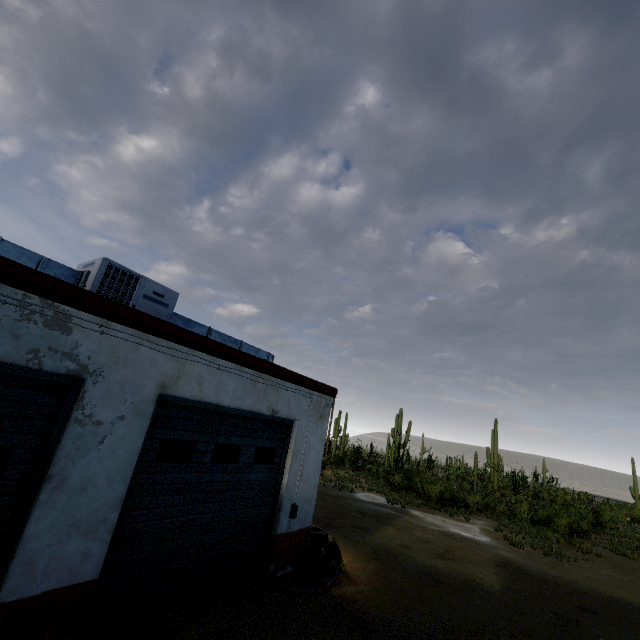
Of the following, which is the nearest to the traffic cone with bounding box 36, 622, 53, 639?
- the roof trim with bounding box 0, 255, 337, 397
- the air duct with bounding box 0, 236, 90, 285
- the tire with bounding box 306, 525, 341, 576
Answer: the roof trim with bounding box 0, 255, 337, 397

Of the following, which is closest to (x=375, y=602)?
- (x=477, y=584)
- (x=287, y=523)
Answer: (x=287, y=523)

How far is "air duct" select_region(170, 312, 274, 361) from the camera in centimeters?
654cm

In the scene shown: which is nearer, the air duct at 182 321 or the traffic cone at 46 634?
the traffic cone at 46 634

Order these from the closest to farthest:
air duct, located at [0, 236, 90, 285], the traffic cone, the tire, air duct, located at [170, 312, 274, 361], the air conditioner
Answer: the traffic cone
air duct, located at [0, 236, 90, 285]
the air conditioner
air duct, located at [170, 312, 274, 361]
the tire

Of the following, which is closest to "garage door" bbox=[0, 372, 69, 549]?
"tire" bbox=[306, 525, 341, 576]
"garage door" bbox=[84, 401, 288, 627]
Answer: "garage door" bbox=[84, 401, 288, 627]

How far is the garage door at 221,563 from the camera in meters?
4.6 m

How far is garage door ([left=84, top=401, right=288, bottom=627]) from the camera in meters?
4.6
